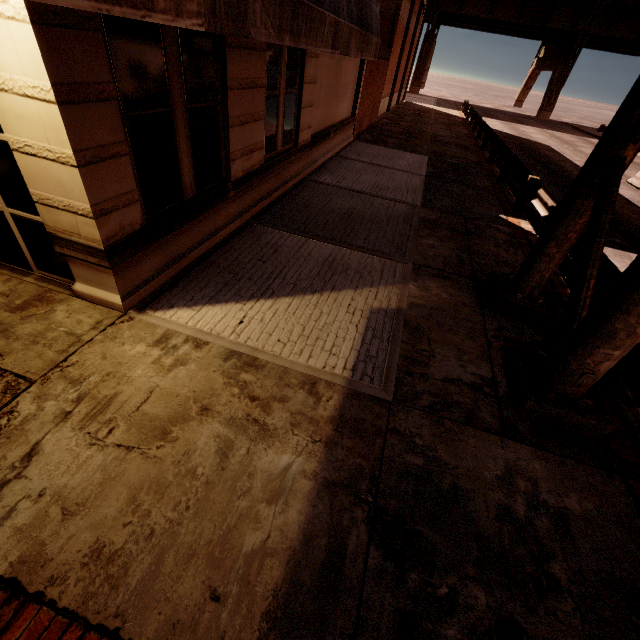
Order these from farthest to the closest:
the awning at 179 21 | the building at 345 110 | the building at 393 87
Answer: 1. the building at 393 87
2. the building at 345 110
3. the awning at 179 21

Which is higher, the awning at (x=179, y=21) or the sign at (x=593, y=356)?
the awning at (x=179, y=21)

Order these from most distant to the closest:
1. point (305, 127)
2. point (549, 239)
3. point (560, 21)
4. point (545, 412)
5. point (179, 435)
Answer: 1. point (560, 21)
2. point (305, 127)
3. point (549, 239)
4. point (545, 412)
5. point (179, 435)

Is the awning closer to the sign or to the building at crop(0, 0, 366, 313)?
the building at crop(0, 0, 366, 313)

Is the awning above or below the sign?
above

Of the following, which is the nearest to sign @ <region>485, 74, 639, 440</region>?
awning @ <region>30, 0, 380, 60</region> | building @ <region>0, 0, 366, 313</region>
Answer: awning @ <region>30, 0, 380, 60</region>
